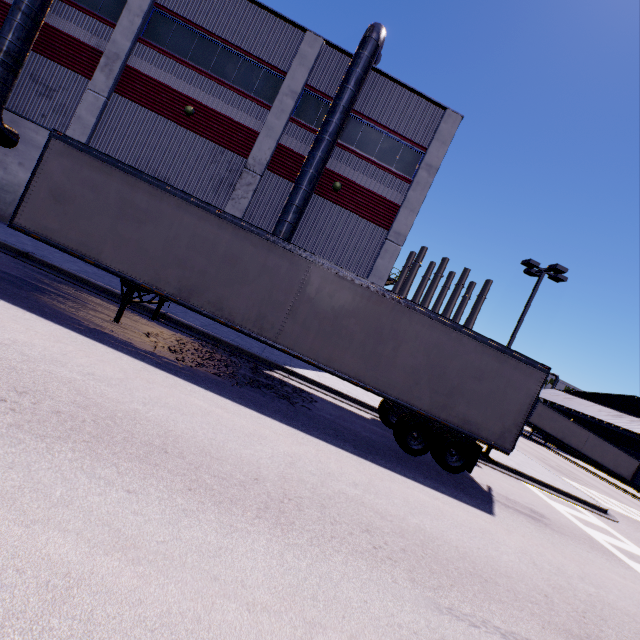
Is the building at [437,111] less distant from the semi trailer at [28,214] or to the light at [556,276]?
the semi trailer at [28,214]

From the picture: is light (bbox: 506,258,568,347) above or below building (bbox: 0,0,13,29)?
above

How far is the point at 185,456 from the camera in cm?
436

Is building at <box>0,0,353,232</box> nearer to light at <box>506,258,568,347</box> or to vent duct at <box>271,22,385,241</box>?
vent duct at <box>271,22,385,241</box>

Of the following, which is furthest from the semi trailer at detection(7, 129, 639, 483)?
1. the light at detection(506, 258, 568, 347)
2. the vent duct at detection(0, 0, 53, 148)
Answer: the light at detection(506, 258, 568, 347)

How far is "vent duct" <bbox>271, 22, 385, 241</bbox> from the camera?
14.5m

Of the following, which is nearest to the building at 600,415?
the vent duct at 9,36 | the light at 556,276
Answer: the vent duct at 9,36
